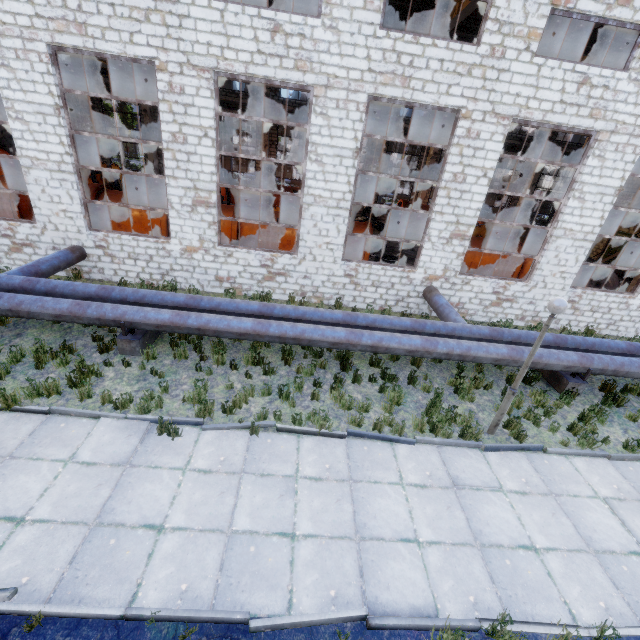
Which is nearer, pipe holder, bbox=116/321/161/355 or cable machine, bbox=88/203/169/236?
pipe holder, bbox=116/321/161/355

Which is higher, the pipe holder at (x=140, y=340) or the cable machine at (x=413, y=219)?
the cable machine at (x=413, y=219)

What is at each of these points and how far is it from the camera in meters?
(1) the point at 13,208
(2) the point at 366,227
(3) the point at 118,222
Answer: (1) cable machine, 13.4
(2) cable machine, 14.6
(3) cable machine, 13.8

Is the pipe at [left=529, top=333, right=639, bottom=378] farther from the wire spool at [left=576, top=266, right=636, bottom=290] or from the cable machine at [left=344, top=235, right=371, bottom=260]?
the wire spool at [left=576, top=266, right=636, bottom=290]

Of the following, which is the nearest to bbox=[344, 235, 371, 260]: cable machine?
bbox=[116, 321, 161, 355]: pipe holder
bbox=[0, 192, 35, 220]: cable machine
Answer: bbox=[0, 192, 35, 220]: cable machine

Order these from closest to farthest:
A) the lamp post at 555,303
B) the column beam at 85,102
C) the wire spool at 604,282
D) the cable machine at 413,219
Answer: the lamp post at 555,303
the wire spool at 604,282
the column beam at 85,102
the cable machine at 413,219

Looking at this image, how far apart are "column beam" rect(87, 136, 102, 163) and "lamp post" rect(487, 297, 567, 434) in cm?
3205

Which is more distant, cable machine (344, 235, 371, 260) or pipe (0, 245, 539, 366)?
cable machine (344, 235, 371, 260)
